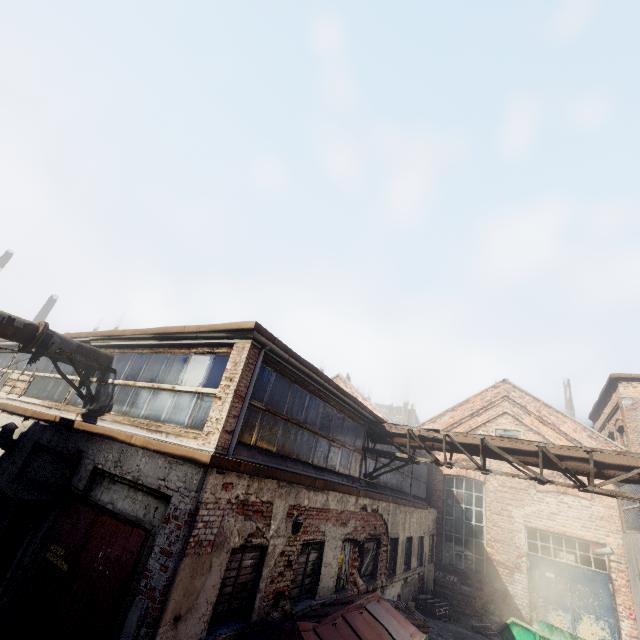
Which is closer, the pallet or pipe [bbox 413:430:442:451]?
pipe [bbox 413:430:442:451]

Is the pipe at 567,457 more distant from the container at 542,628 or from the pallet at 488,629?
the pallet at 488,629

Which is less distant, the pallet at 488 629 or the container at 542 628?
the container at 542 628

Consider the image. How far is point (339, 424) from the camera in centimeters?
934cm

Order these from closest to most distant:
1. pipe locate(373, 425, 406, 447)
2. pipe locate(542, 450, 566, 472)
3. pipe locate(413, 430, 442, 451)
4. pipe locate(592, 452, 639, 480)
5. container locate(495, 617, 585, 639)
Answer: pipe locate(592, 452, 639, 480)
pipe locate(542, 450, 566, 472)
container locate(495, 617, 585, 639)
pipe locate(413, 430, 442, 451)
pipe locate(373, 425, 406, 447)

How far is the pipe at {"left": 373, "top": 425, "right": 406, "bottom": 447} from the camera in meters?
10.5 m

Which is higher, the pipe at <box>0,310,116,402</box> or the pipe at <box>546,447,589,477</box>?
the pipe at <box>546,447,589,477</box>
